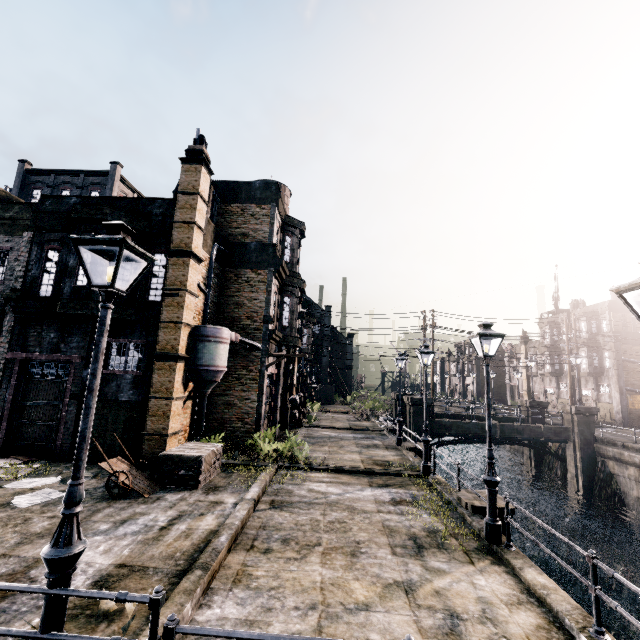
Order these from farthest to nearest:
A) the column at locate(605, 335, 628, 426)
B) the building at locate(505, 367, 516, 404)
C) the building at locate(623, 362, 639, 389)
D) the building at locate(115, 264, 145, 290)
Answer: the building at locate(505, 367, 516, 404) < the building at locate(623, 362, 639, 389) < the column at locate(605, 335, 628, 426) < the building at locate(115, 264, 145, 290)

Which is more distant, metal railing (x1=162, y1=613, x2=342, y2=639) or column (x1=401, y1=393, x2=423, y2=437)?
column (x1=401, y1=393, x2=423, y2=437)

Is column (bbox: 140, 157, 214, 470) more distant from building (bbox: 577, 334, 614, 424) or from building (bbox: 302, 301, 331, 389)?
building (bbox: 577, 334, 614, 424)

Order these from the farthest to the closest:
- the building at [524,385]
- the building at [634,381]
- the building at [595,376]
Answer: the building at [524,385]
the building at [595,376]
the building at [634,381]

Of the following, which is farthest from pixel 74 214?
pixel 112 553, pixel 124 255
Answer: pixel 112 553

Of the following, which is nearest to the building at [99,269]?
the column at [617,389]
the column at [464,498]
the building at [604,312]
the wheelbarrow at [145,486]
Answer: the wheelbarrow at [145,486]

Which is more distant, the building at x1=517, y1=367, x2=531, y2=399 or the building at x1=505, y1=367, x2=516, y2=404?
the building at x1=505, y1=367, x2=516, y2=404

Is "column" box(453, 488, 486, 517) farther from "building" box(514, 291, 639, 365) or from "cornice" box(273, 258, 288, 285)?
"building" box(514, 291, 639, 365)
